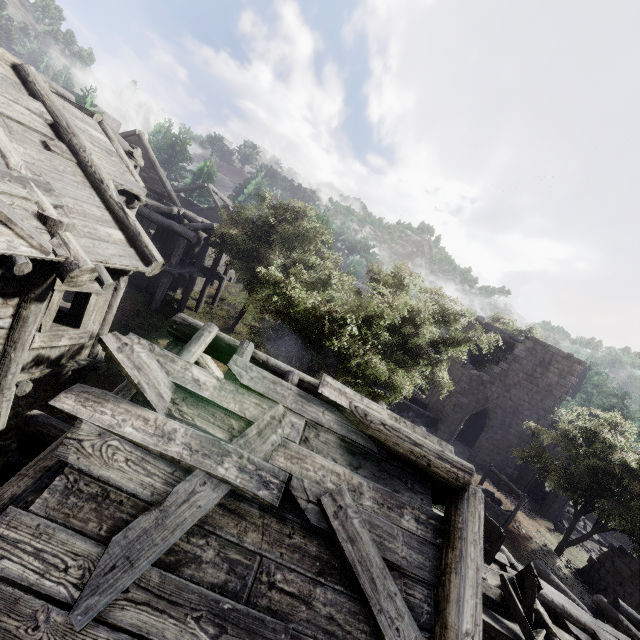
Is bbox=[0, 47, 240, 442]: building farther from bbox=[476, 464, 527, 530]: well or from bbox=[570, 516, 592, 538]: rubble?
bbox=[476, 464, 527, 530]: well

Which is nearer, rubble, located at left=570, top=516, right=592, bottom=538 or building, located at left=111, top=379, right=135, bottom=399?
building, located at left=111, top=379, right=135, bottom=399

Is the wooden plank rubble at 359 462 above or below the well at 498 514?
above

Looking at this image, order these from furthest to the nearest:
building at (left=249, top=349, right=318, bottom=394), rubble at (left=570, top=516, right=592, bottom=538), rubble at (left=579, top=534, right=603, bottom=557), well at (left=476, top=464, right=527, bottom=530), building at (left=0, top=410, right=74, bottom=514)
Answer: rubble at (left=570, top=516, right=592, bottom=538) < rubble at (left=579, top=534, right=603, bottom=557) < well at (left=476, top=464, right=527, bottom=530) < building at (left=249, top=349, right=318, bottom=394) < building at (left=0, top=410, right=74, bottom=514)

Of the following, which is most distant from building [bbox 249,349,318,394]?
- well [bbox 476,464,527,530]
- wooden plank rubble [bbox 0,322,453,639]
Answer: well [bbox 476,464,527,530]

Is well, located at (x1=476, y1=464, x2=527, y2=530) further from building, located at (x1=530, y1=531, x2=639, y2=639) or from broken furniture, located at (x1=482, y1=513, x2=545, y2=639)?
broken furniture, located at (x1=482, y1=513, x2=545, y2=639)

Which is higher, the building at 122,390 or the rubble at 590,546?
the building at 122,390

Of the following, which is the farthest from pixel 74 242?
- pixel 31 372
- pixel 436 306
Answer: pixel 436 306
